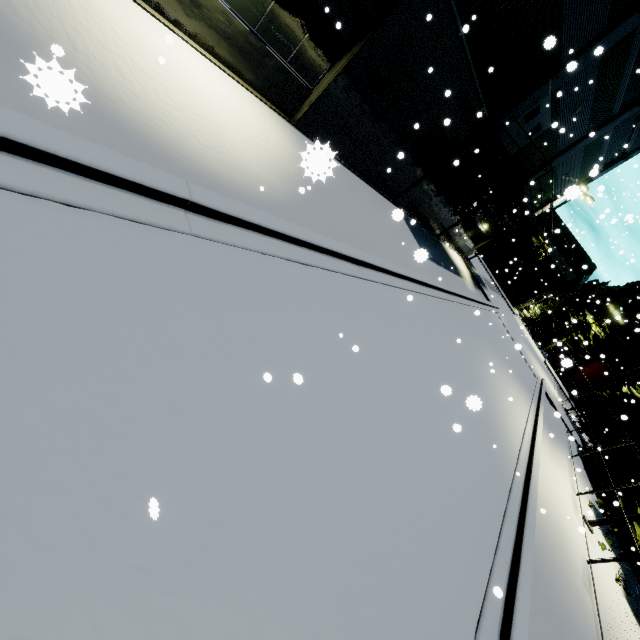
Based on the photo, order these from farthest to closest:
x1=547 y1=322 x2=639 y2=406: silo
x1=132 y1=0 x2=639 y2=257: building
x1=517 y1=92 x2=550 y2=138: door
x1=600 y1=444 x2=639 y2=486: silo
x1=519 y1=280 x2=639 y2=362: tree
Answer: x1=519 y1=280 x2=639 y2=362: tree → x1=547 y1=322 x2=639 y2=406: silo → x1=600 y1=444 x2=639 y2=486: silo → x1=517 y1=92 x2=550 y2=138: door → x1=132 y1=0 x2=639 y2=257: building

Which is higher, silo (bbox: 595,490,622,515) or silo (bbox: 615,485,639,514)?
silo (bbox: 615,485,639,514)

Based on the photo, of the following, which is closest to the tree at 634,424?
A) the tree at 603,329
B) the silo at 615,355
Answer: the silo at 615,355

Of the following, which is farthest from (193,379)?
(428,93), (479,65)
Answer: (479,65)

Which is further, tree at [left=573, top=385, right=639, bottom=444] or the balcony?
tree at [left=573, top=385, right=639, bottom=444]

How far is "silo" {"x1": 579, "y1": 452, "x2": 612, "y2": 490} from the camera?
19.47m

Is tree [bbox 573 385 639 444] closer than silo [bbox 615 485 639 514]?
No

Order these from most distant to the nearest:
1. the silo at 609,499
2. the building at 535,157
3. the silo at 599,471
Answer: the silo at 599,471 < the silo at 609,499 < the building at 535,157
